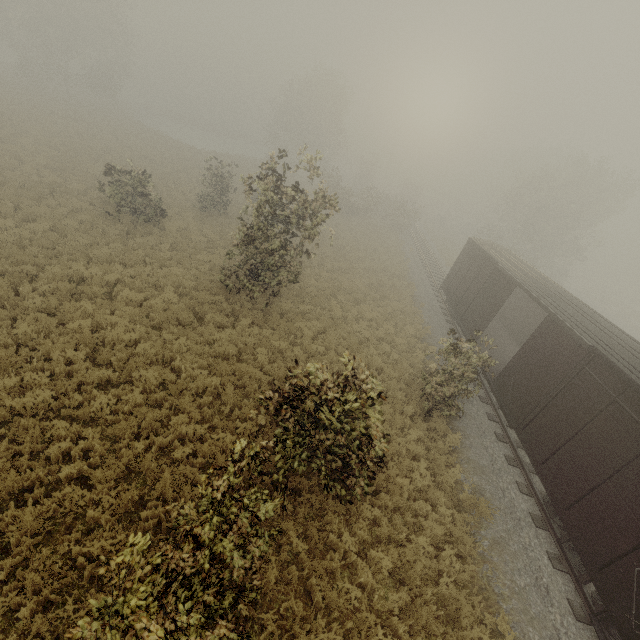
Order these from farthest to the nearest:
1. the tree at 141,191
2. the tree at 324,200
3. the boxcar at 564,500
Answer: the tree at 141,191 < the tree at 324,200 < the boxcar at 564,500

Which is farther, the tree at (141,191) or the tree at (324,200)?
the tree at (141,191)

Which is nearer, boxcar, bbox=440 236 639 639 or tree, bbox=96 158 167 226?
boxcar, bbox=440 236 639 639

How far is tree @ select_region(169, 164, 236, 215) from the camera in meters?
20.9 m

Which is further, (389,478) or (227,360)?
(227,360)

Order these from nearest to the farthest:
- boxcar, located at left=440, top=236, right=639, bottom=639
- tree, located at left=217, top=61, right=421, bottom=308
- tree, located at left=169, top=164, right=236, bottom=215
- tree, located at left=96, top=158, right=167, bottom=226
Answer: boxcar, located at left=440, top=236, right=639, bottom=639
tree, located at left=217, top=61, right=421, bottom=308
tree, located at left=96, top=158, right=167, bottom=226
tree, located at left=169, top=164, right=236, bottom=215
